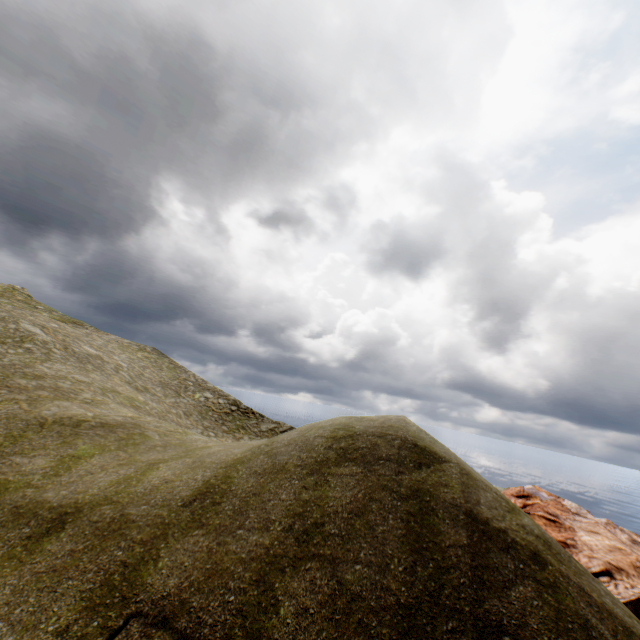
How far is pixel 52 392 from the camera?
17.3m
